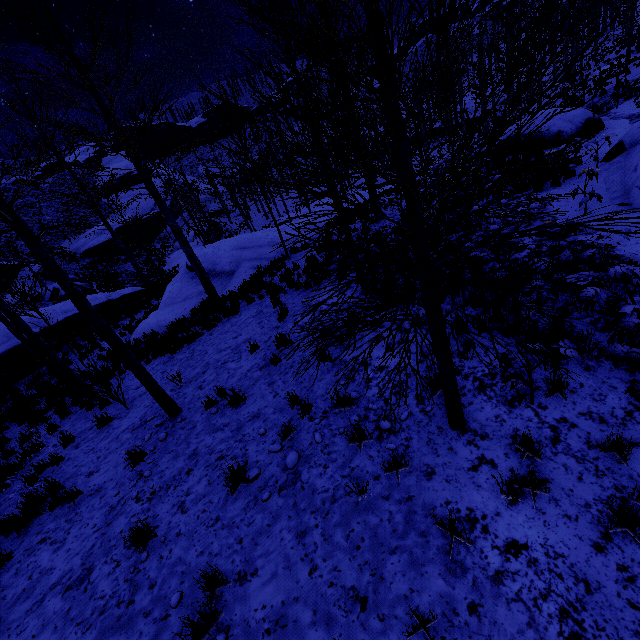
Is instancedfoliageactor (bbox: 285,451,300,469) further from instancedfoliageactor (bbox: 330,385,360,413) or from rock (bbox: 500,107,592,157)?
rock (bbox: 500,107,592,157)

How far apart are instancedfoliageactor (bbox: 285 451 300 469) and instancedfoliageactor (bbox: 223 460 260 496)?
0.4 meters

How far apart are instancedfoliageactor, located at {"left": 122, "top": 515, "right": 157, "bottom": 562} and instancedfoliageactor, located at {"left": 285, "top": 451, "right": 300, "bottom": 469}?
1.9m

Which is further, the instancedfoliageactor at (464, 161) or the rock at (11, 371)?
the rock at (11, 371)

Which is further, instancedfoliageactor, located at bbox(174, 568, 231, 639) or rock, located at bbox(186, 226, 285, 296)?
rock, located at bbox(186, 226, 285, 296)

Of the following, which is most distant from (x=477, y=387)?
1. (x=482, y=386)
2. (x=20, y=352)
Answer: (x=20, y=352)

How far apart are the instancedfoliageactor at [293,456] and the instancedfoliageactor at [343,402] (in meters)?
0.74

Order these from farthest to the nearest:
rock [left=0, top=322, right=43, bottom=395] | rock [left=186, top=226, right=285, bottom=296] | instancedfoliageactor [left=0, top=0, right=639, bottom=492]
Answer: rock [left=186, top=226, right=285, bottom=296] → rock [left=0, top=322, right=43, bottom=395] → instancedfoliageactor [left=0, top=0, right=639, bottom=492]
